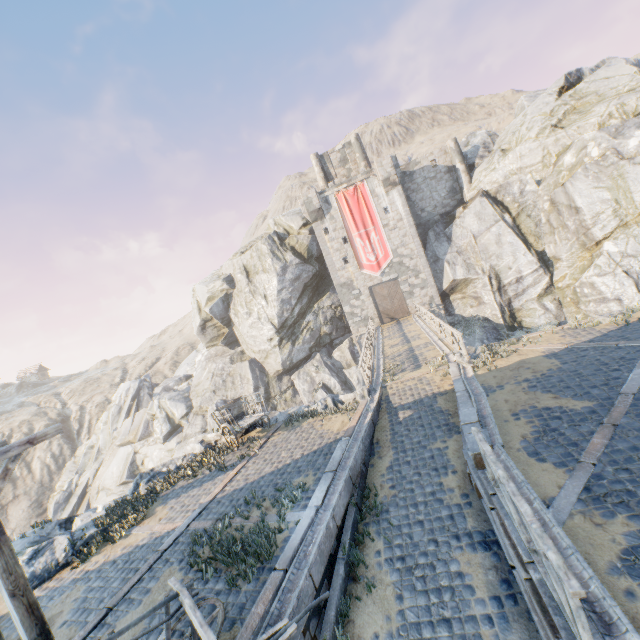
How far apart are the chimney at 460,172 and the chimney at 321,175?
11.89m

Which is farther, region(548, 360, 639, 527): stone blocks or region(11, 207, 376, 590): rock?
region(11, 207, 376, 590): rock

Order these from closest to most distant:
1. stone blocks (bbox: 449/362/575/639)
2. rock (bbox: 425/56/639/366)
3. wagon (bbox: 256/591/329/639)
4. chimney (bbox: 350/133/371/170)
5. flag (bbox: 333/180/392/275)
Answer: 1. stone blocks (bbox: 449/362/575/639)
2. wagon (bbox: 256/591/329/639)
3. rock (bbox: 425/56/639/366)
4. flag (bbox: 333/180/392/275)
5. chimney (bbox: 350/133/371/170)

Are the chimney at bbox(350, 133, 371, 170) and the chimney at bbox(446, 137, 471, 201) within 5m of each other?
no

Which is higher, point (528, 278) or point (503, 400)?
point (528, 278)

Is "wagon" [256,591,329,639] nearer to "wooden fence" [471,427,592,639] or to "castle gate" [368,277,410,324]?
"wooden fence" [471,427,592,639]

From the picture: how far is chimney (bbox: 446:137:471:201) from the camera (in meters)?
30.81

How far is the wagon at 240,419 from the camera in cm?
1280
